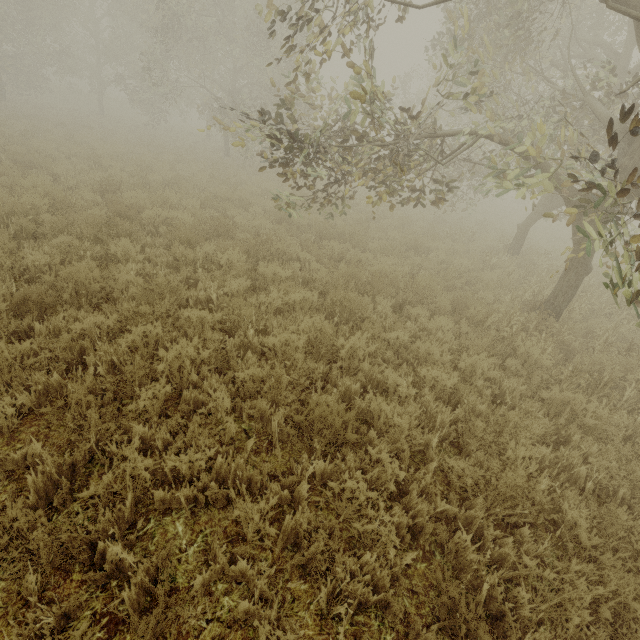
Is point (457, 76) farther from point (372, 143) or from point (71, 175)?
point (71, 175)

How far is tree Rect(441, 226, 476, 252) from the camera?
10.82m

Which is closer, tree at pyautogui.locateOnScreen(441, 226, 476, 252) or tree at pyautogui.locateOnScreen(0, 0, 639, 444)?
tree at pyautogui.locateOnScreen(0, 0, 639, 444)

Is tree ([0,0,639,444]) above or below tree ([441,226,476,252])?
above

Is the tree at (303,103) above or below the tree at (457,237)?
above

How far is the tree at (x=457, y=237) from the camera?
10.82m
